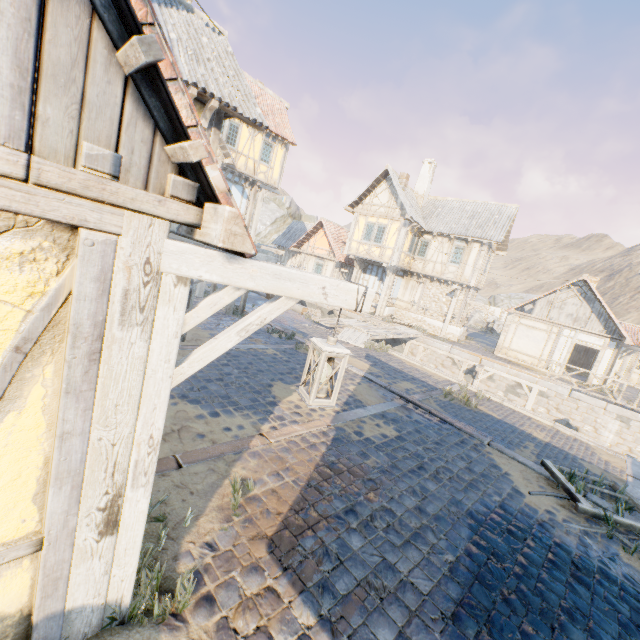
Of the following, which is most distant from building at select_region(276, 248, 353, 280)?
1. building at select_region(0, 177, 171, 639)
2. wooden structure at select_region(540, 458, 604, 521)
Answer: building at select_region(0, 177, 171, 639)

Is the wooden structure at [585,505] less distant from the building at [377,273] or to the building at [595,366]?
the building at [595,366]

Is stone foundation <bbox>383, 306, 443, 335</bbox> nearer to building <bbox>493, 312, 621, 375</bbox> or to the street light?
building <bbox>493, 312, 621, 375</bbox>

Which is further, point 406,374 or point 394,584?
point 406,374

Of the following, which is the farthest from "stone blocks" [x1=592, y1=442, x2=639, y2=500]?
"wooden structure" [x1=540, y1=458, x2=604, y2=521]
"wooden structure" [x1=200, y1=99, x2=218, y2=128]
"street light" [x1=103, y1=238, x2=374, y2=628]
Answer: "wooden structure" [x1=200, y1=99, x2=218, y2=128]

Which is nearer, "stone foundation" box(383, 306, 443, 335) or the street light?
the street light

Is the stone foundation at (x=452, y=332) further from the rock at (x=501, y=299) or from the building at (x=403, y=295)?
the rock at (x=501, y=299)

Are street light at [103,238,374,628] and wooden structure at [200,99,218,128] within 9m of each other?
yes
